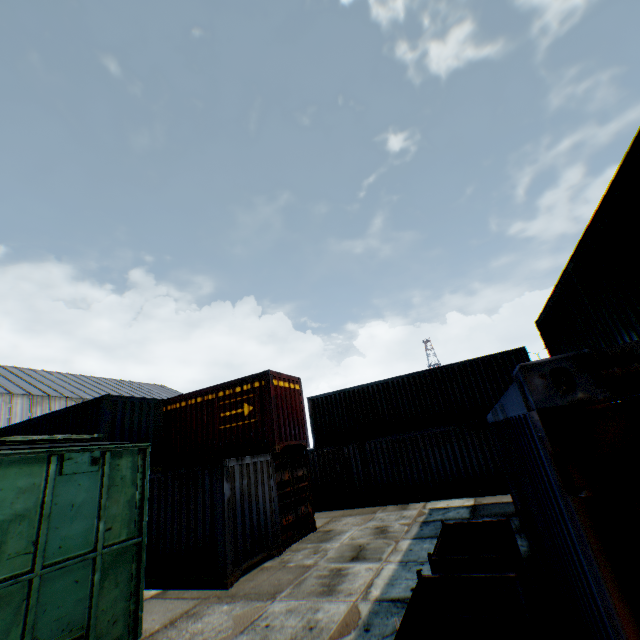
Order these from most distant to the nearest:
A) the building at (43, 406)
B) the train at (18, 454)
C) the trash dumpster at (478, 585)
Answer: the building at (43, 406) → the train at (18, 454) → the trash dumpster at (478, 585)

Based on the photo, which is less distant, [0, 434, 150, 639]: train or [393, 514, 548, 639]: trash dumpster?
[393, 514, 548, 639]: trash dumpster

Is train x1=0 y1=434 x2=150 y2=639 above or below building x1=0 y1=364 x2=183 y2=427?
below

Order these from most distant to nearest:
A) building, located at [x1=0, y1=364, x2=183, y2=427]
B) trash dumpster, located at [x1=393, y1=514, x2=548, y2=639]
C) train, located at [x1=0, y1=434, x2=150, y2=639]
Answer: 1. building, located at [x1=0, y1=364, x2=183, y2=427]
2. train, located at [x1=0, y1=434, x2=150, y2=639]
3. trash dumpster, located at [x1=393, y1=514, x2=548, y2=639]

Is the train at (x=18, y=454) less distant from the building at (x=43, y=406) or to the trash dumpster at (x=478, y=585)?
the trash dumpster at (x=478, y=585)

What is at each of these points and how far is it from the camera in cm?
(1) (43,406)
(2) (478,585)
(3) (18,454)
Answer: (1) building, 2917
(2) trash dumpster, 357
(3) train, 471

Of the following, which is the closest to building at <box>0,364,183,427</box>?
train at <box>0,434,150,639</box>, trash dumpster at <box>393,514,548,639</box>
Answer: train at <box>0,434,150,639</box>
